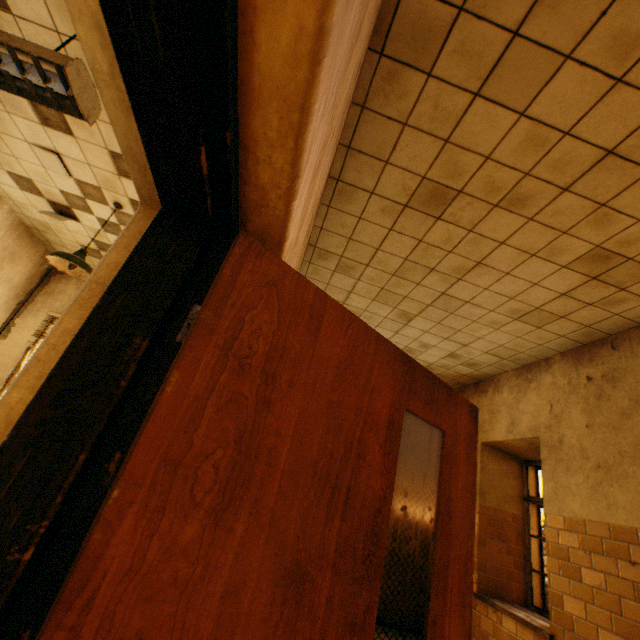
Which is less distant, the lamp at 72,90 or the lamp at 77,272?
the lamp at 72,90

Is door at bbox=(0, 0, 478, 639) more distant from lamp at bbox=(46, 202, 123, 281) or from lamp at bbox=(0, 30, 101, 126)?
lamp at bbox=(46, 202, 123, 281)

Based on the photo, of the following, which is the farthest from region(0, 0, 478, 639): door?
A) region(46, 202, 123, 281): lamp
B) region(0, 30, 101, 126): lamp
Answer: region(46, 202, 123, 281): lamp

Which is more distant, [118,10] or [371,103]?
[371,103]

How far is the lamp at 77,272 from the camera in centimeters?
345cm

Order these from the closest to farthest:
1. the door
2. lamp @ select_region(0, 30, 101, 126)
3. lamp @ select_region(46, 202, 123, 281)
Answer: the door → lamp @ select_region(0, 30, 101, 126) → lamp @ select_region(46, 202, 123, 281)
